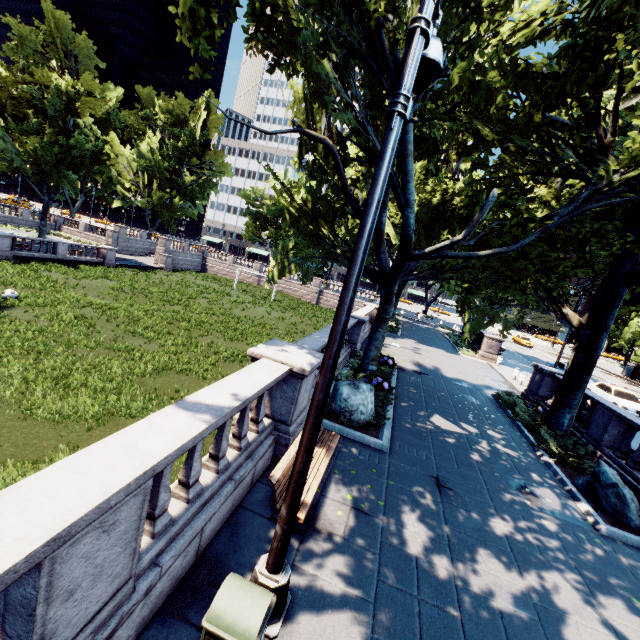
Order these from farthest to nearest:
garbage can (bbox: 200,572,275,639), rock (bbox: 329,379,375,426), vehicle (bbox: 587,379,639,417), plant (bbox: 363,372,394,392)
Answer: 1. vehicle (bbox: 587,379,639,417)
2. plant (bbox: 363,372,394,392)
3. rock (bbox: 329,379,375,426)
4. garbage can (bbox: 200,572,275,639)

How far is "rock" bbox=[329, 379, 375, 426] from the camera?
9.3 meters

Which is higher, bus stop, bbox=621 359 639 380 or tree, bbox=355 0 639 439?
tree, bbox=355 0 639 439

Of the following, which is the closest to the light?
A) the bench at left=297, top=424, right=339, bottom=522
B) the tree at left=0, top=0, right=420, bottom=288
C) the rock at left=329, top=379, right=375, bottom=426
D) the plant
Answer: the bench at left=297, top=424, right=339, bottom=522

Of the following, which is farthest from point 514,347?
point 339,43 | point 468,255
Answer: point 339,43

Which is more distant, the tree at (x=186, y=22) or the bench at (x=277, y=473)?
the tree at (x=186, y=22)

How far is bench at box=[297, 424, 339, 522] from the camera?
5.3m

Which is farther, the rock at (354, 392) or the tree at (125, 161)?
the rock at (354, 392)
